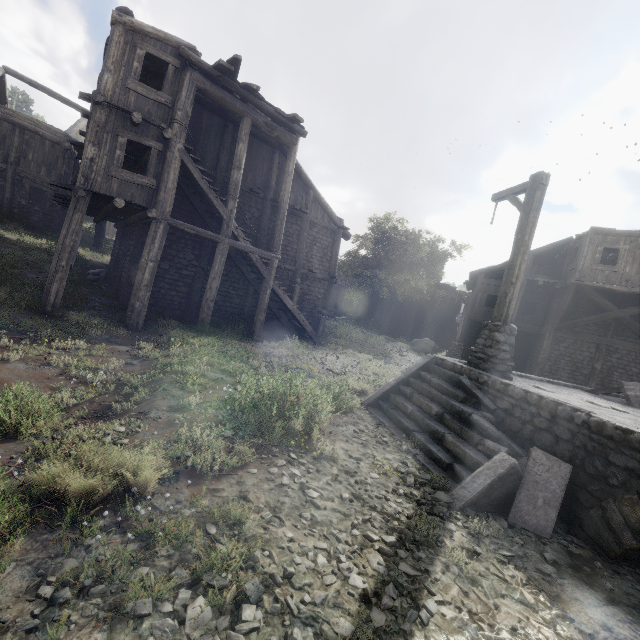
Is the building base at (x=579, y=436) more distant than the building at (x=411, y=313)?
No

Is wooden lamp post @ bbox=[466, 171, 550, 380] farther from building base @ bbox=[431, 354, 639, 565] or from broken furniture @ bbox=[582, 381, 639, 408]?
broken furniture @ bbox=[582, 381, 639, 408]

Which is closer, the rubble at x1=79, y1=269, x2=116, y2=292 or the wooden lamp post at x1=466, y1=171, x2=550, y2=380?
the wooden lamp post at x1=466, y1=171, x2=550, y2=380

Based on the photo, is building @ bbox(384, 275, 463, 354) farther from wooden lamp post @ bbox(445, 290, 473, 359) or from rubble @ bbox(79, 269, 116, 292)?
wooden lamp post @ bbox(445, 290, 473, 359)

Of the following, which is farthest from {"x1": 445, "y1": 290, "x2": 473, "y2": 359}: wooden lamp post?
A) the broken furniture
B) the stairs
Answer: the broken furniture

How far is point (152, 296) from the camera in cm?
1332

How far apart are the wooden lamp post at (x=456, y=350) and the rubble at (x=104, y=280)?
19.4m

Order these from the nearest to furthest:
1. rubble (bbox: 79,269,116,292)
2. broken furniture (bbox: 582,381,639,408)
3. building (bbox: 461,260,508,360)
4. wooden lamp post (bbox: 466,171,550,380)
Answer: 1. wooden lamp post (bbox: 466,171,550,380)
2. broken furniture (bbox: 582,381,639,408)
3. rubble (bbox: 79,269,116,292)
4. building (bbox: 461,260,508,360)
